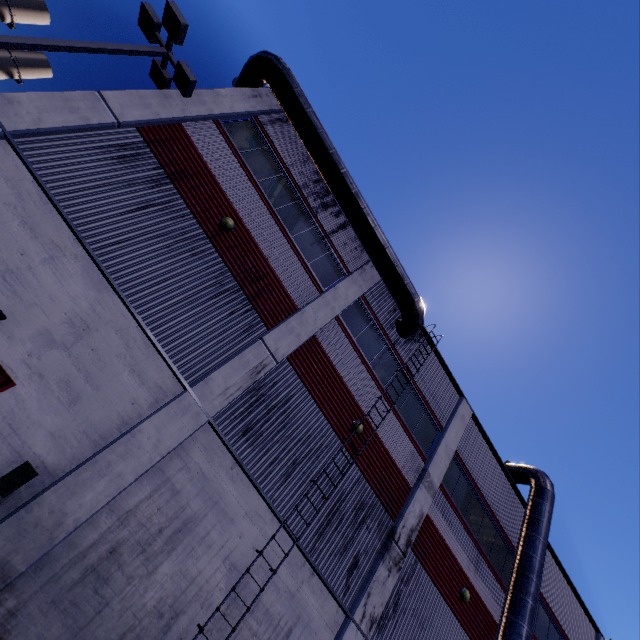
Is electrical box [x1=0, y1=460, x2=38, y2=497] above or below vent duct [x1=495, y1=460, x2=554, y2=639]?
below

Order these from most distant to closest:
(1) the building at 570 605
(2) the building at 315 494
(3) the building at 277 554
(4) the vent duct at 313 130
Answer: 1. (1) the building at 570 605
2. (4) the vent duct at 313 130
3. (2) the building at 315 494
4. (3) the building at 277 554

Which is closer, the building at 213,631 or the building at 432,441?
the building at 213,631

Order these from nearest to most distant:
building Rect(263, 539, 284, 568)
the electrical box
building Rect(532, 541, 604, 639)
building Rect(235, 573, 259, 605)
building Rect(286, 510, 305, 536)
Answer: the electrical box → building Rect(235, 573, 259, 605) → building Rect(263, 539, 284, 568) → building Rect(286, 510, 305, 536) → building Rect(532, 541, 604, 639)

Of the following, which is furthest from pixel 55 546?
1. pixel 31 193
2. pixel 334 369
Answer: pixel 334 369

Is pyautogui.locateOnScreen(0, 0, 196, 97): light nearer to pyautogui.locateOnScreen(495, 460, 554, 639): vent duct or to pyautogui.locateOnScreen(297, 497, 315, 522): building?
pyautogui.locateOnScreen(297, 497, 315, 522): building

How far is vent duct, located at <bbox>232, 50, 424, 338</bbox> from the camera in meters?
11.8 m

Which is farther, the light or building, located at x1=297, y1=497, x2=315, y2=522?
building, located at x1=297, y1=497, x2=315, y2=522
